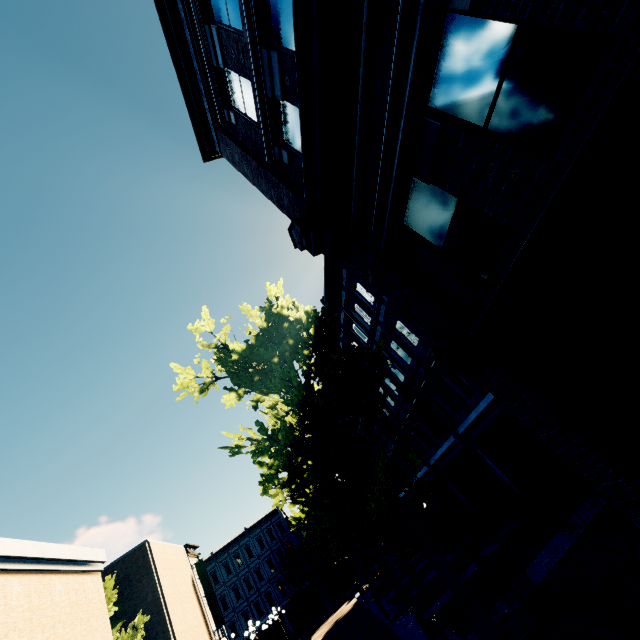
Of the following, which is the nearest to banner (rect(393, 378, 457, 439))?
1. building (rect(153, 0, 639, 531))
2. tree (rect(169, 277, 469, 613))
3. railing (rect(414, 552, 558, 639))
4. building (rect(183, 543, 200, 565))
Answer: building (rect(153, 0, 639, 531))

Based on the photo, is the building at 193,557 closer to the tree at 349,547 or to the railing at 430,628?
the tree at 349,547

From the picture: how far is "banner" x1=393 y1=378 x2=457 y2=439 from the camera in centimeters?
1430cm

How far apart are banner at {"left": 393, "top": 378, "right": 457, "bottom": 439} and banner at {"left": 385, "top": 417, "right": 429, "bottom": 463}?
4.80m

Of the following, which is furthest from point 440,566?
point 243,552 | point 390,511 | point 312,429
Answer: point 243,552

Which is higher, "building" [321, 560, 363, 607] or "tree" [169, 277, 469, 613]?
"tree" [169, 277, 469, 613]

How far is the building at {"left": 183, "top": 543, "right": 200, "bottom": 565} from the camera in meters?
28.6

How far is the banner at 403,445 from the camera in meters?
18.4 m
